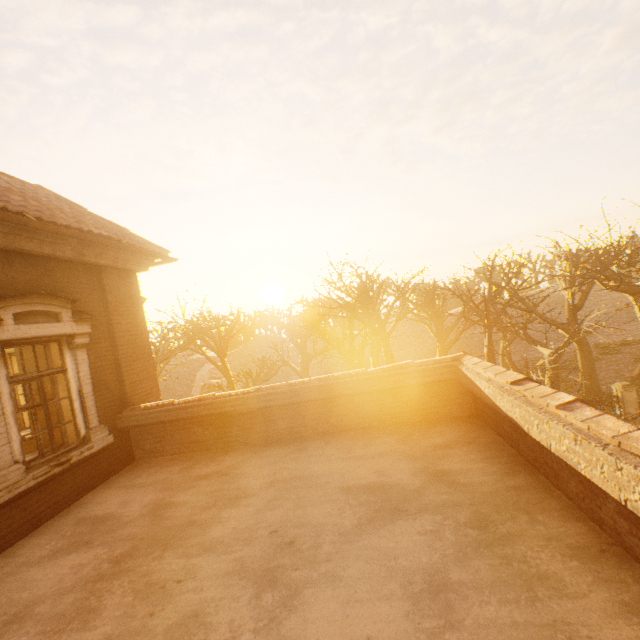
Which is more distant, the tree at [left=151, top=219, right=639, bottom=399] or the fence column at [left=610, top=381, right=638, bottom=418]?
the fence column at [left=610, top=381, right=638, bottom=418]

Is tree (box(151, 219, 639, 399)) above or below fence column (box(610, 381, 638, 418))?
A: above

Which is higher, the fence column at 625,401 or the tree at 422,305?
the tree at 422,305

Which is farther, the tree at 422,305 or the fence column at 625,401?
the fence column at 625,401

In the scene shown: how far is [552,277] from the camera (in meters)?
15.49
